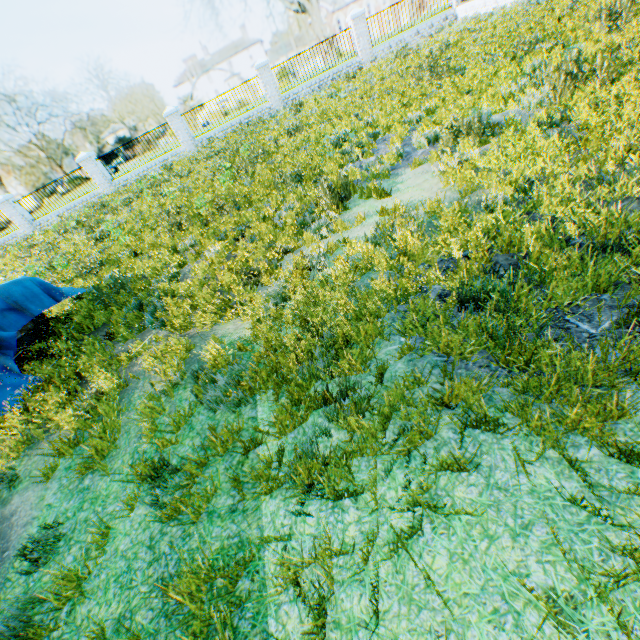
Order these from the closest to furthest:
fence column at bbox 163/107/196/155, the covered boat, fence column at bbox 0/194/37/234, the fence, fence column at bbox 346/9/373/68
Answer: the covered boat < the fence < fence column at bbox 346/9/373/68 < fence column at bbox 163/107/196/155 < fence column at bbox 0/194/37/234

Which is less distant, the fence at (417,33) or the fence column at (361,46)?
the fence at (417,33)

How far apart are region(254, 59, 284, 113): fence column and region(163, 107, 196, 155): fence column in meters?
4.8 m

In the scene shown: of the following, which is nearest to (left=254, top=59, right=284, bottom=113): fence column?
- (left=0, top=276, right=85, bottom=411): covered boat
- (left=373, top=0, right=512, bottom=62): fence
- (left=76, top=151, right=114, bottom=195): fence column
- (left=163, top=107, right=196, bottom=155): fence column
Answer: (left=163, top=107, right=196, bottom=155): fence column

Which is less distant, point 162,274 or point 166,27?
point 162,274

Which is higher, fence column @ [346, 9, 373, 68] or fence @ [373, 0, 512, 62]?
fence column @ [346, 9, 373, 68]

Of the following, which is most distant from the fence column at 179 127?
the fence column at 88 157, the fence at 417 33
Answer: the fence at 417 33

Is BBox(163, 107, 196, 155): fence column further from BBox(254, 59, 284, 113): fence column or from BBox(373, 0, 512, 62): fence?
BBox(373, 0, 512, 62): fence
